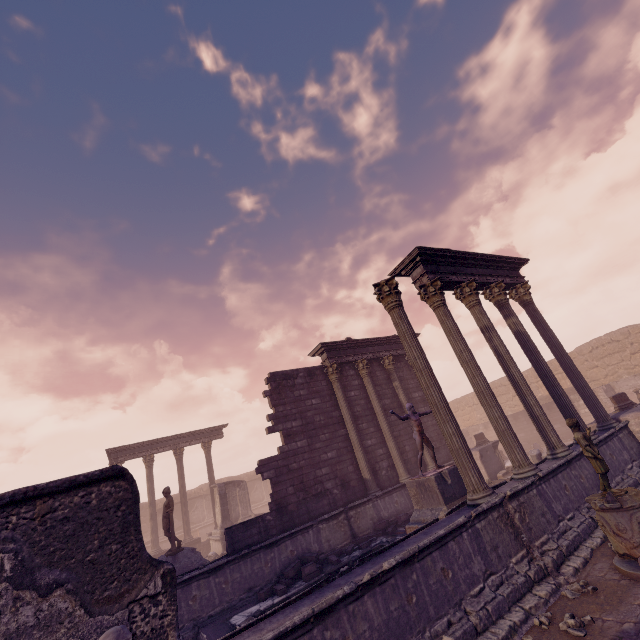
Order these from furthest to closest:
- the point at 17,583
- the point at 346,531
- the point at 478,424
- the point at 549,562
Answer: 1. the point at 478,424
2. the point at 346,531
3. the point at 549,562
4. the point at 17,583

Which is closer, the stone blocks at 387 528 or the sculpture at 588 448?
the sculpture at 588 448

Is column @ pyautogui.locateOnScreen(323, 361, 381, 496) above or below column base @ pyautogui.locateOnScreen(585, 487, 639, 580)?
above

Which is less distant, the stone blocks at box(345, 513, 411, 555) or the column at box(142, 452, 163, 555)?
the stone blocks at box(345, 513, 411, 555)

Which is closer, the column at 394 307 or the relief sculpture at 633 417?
the column at 394 307

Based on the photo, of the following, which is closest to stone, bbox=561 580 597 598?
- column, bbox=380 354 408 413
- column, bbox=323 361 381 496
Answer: column, bbox=323 361 381 496

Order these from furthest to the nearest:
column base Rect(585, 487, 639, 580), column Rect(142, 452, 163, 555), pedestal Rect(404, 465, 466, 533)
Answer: column Rect(142, 452, 163, 555) → pedestal Rect(404, 465, 466, 533) → column base Rect(585, 487, 639, 580)

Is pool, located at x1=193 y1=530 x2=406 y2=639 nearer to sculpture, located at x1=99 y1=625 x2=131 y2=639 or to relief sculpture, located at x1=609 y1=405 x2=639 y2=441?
sculpture, located at x1=99 y1=625 x2=131 y2=639
